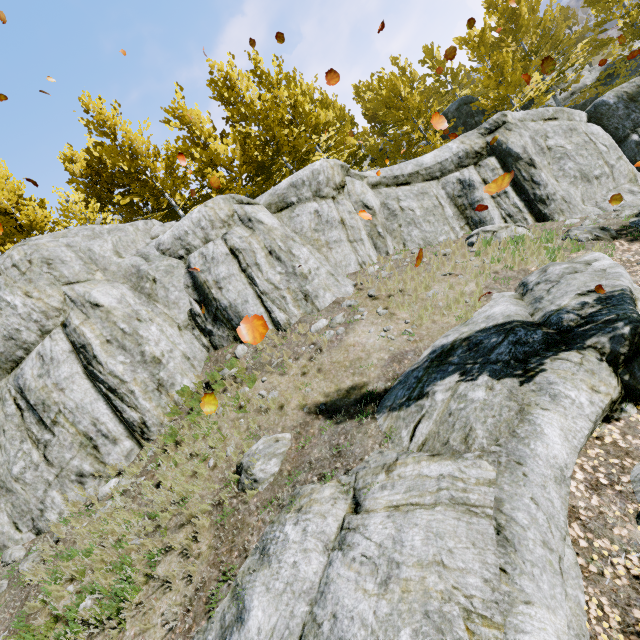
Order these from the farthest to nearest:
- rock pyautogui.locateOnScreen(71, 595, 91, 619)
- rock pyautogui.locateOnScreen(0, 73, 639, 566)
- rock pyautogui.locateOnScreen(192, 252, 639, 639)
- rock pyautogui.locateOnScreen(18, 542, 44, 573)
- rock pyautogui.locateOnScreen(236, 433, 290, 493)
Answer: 1. rock pyautogui.locateOnScreen(0, 73, 639, 566)
2. rock pyautogui.locateOnScreen(18, 542, 44, 573)
3. rock pyautogui.locateOnScreen(236, 433, 290, 493)
4. rock pyautogui.locateOnScreen(71, 595, 91, 619)
5. rock pyautogui.locateOnScreen(192, 252, 639, 639)

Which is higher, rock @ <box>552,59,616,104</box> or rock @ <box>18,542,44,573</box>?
rock @ <box>18,542,44,573</box>

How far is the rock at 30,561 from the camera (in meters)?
6.73

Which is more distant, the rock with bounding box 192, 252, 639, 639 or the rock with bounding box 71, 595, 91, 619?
the rock with bounding box 71, 595, 91, 619

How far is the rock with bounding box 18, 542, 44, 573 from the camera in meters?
6.7

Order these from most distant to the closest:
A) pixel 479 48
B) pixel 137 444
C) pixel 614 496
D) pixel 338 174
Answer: pixel 479 48 < pixel 338 174 < pixel 137 444 < pixel 614 496
